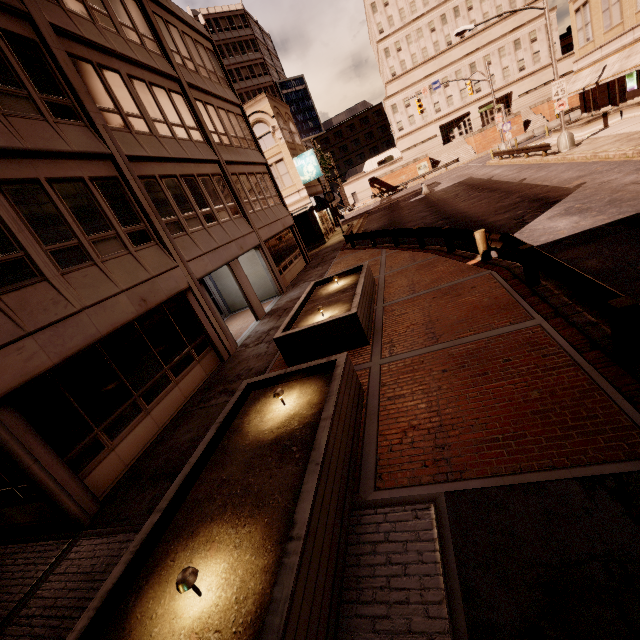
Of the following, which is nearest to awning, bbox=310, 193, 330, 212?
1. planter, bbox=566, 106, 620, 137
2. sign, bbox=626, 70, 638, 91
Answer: planter, bbox=566, 106, 620, 137

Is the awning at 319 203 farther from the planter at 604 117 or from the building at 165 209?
the planter at 604 117

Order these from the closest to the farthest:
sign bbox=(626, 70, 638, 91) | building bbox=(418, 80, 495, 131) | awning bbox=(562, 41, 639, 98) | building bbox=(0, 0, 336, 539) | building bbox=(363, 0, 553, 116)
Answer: building bbox=(0, 0, 336, 539), awning bbox=(562, 41, 639, 98), sign bbox=(626, 70, 638, 91), building bbox=(363, 0, 553, 116), building bbox=(418, 80, 495, 131)

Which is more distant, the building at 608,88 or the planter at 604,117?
the planter at 604,117

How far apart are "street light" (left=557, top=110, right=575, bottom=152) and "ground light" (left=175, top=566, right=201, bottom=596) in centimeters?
2900cm

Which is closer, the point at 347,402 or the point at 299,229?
the point at 347,402

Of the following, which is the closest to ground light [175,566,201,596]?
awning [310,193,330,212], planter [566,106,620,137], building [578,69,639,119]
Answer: building [578,69,639,119]

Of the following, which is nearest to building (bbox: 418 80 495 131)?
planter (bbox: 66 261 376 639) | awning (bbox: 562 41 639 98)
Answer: awning (bbox: 562 41 639 98)
